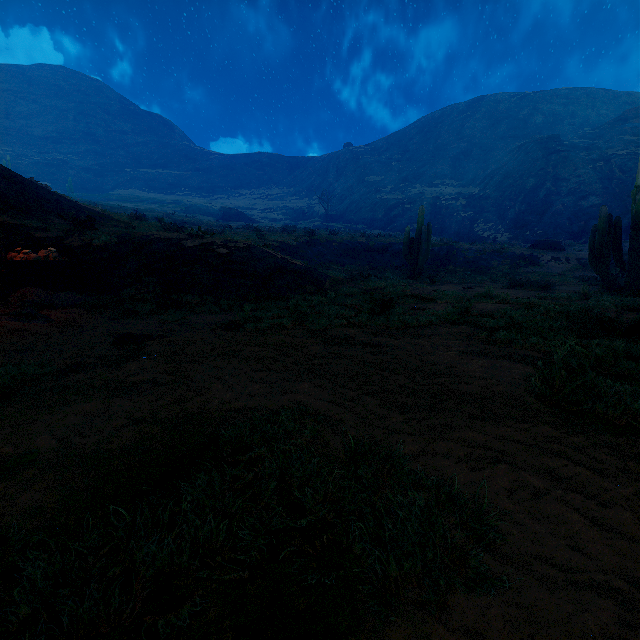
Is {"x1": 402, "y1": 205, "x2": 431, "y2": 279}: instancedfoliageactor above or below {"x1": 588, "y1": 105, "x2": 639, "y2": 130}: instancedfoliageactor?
below

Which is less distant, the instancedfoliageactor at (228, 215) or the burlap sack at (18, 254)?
the burlap sack at (18, 254)

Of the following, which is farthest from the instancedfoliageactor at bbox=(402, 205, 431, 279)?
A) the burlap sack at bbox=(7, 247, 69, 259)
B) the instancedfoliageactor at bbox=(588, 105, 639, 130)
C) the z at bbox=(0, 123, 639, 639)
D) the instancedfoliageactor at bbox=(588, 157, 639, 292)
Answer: the instancedfoliageactor at bbox=(588, 105, 639, 130)

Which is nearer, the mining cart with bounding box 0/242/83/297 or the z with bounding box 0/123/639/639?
the z with bounding box 0/123/639/639

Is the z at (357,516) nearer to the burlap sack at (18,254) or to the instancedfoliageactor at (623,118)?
the burlap sack at (18,254)

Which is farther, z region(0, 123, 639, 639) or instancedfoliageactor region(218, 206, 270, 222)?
instancedfoliageactor region(218, 206, 270, 222)

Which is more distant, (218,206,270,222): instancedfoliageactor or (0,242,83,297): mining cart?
(218,206,270,222): instancedfoliageactor

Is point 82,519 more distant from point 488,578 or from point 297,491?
point 488,578
